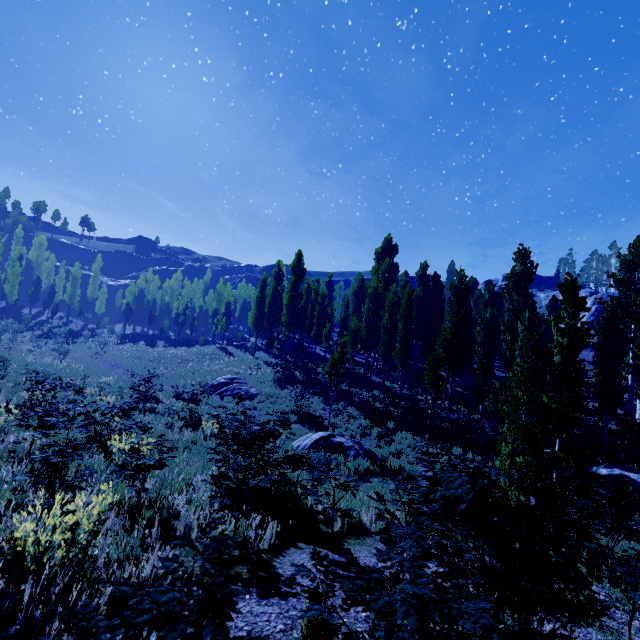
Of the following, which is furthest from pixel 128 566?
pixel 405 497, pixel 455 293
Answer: pixel 455 293

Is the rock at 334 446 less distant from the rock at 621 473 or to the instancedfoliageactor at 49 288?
the instancedfoliageactor at 49 288

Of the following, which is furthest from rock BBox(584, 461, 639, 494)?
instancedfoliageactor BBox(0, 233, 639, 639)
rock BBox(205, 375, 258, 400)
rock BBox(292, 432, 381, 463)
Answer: rock BBox(205, 375, 258, 400)

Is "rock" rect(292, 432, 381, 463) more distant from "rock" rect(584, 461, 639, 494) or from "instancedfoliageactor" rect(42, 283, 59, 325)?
"rock" rect(584, 461, 639, 494)

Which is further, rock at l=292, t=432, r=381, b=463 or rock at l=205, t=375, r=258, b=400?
rock at l=205, t=375, r=258, b=400

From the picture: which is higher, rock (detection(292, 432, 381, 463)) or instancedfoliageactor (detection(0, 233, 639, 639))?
instancedfoliageactor (detection(0, 233, 639, 639))

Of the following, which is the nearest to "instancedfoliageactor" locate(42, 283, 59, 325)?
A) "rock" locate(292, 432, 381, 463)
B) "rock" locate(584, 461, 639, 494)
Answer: "rock" locate(584, 461, 639, 494)

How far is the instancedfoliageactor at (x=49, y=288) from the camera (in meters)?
48.69
